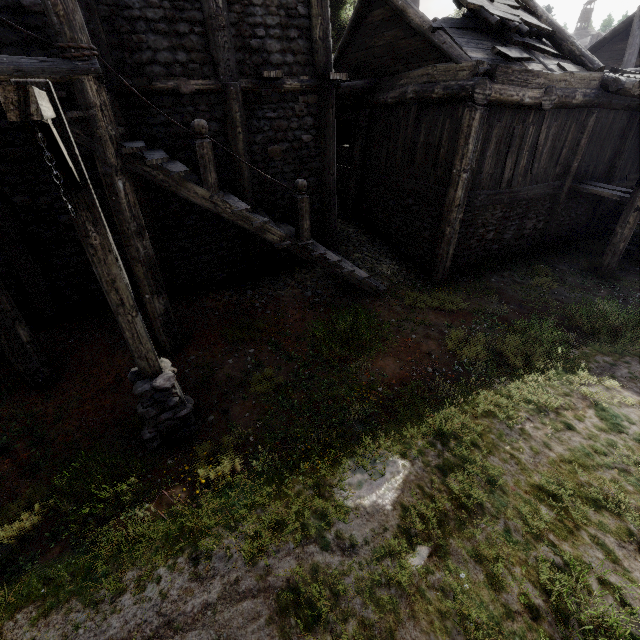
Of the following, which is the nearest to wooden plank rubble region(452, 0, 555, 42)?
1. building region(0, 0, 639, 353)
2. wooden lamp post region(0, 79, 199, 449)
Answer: building region(0, 0, 639, 353)

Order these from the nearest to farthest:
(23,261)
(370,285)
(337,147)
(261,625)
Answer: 1. (261,625)
2. (23,261)
3. (370,285)
4. (337,147)

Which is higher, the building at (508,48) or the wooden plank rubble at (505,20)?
the wooden plank rubble at (505,20)

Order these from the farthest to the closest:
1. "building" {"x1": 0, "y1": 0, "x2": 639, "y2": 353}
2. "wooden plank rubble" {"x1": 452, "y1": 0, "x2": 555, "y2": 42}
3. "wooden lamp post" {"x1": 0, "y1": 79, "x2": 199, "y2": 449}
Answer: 1. "wooden plank rubble" {"x1": 452, "y1": 0, "x2": 555, "y2": 42}
2. "building" {"x1": 0, "y1": 0, "x2": 639, "y2": 353}
3. "wooden lamp post" {"x1": 0, "y1": 79, "x2": 199, "y2": 449}

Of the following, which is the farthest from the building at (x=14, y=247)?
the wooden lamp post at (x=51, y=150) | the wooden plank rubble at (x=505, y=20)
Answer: the wooden lamp post at (x=51, y=150)

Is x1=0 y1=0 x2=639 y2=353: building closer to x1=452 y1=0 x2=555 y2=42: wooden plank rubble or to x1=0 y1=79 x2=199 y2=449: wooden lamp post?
x1=452 y1=0 x2=555 y2=42: wooden plank rubble

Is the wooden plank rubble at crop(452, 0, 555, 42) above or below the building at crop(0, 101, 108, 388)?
above
